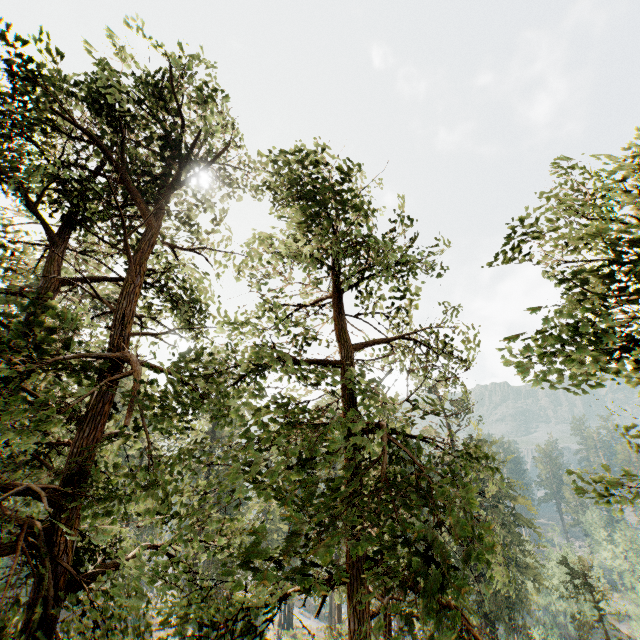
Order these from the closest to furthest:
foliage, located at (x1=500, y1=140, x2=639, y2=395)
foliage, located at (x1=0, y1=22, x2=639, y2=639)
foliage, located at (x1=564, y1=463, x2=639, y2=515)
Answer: foliage, located at (x1=0, y1=22, x2=639, y2=639) < foliage, located at (x1=500, y1=140, x2=639, y2=395) < foliage, located at (x1=564, y1=463, x2=639, y2=515)

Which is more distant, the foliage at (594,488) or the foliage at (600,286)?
the foliage at (594,488)

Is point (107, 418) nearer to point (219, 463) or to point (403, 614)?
point (219, 463)

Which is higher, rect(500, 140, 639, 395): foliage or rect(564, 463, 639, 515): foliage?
rect(500, 140, 639, 395): foliage

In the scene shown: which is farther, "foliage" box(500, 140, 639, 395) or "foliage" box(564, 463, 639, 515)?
"foliage" box(564, 463, 639, 515)
